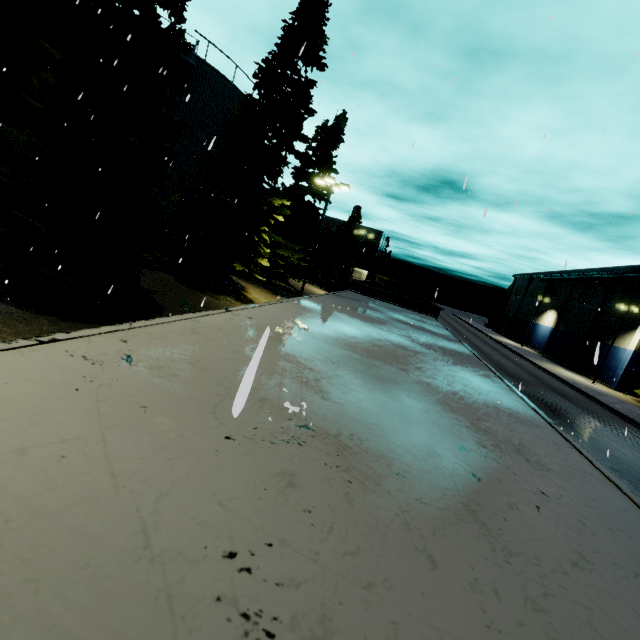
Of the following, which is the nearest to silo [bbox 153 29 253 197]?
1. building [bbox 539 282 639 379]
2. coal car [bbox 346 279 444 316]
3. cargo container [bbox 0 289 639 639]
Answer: cargo container [bbox 0 289 639 639]

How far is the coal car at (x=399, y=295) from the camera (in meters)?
9.62

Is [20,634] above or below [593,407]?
above

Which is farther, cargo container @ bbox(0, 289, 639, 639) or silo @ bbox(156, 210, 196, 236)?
silo @ bbox(156, 210, 196, 236)

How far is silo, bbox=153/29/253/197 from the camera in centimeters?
1809cm

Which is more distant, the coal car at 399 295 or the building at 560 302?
the building at 560 302

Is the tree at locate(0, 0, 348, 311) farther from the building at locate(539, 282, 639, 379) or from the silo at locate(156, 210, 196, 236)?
the building at locate(539, 282, 639, 379)

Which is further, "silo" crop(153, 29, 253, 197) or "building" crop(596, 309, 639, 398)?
"building" crop(596, 309, 639, 398)
